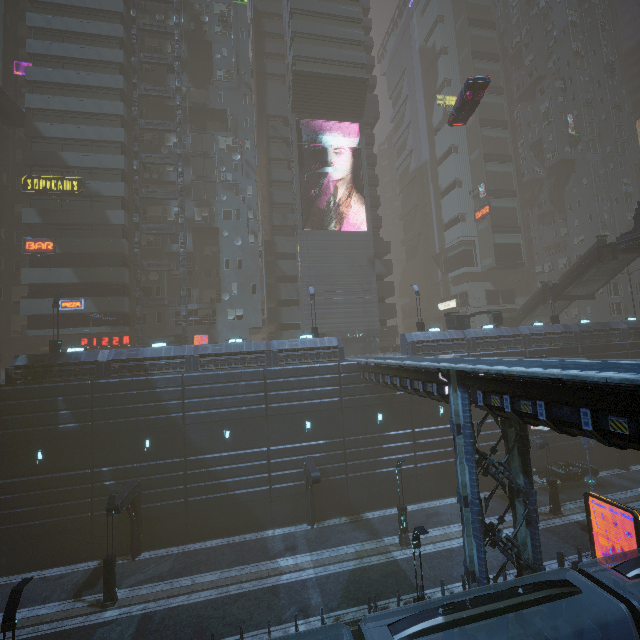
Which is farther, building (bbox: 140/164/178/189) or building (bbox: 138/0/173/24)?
building (bbox: 138/0/173/24)

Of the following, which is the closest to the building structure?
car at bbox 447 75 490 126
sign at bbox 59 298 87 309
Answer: sign at bbox 59 298 87 309

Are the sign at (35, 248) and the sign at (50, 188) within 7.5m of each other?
yes

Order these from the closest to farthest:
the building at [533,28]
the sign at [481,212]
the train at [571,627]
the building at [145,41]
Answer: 1. the train at [571,627]
2. the building at [145,41]
3. the sign at [481,212]
4. the building at [533,28]

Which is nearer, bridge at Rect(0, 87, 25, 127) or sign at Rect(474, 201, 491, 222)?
bridge at Rect(0, 87, 25, 127)

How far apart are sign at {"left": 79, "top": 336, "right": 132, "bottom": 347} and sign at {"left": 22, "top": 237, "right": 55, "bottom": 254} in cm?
851

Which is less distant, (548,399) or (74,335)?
(548,399)

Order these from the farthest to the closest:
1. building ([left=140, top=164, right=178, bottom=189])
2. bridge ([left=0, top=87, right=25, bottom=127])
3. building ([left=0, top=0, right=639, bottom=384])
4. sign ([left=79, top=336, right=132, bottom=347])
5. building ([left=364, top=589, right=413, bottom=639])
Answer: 1. building ([left=140, top=164, right=178, bottom=189])
2. sign ([left=79, top=336, right=132, bottom=347])
3. building ([left=0, top=0, right=639, bottom=384])
4. bridge ([left=0, top=87, right=25, bottom=127])
5. building ([left=364, top=589, right=413, bottom=639])
